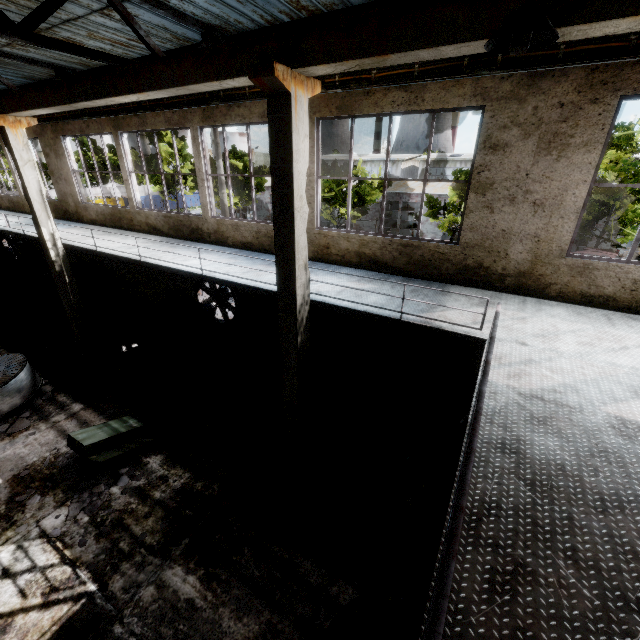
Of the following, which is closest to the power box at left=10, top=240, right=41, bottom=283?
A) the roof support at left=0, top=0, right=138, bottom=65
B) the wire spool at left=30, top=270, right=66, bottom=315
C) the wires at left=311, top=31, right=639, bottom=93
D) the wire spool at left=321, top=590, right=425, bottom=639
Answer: the wire spool at left=30, top=270, right=66, bottom=315

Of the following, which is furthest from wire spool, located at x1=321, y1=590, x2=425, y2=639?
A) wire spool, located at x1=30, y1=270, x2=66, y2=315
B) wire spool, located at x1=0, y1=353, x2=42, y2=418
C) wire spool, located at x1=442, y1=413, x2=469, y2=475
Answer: wire spool, located at x1=30, y1=270, x2=66, y2=315

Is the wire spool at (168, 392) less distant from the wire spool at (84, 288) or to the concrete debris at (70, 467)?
the concrete debris at (70, 467)

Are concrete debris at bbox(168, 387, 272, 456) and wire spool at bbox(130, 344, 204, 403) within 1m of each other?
yes

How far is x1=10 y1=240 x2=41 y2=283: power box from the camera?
18.38m

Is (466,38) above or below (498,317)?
above

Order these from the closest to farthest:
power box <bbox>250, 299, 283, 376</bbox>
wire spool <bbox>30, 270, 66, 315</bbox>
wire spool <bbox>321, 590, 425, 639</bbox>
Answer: wire spool <bbox>321, 590, 425, 639</bbox>, power box <bbox>250, 299, 283, 376</bbox>, wire spool <bbox>30, 270, 66, 315</bbox>

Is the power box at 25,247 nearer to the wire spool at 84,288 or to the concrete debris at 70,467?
the wire spool at 84,288
